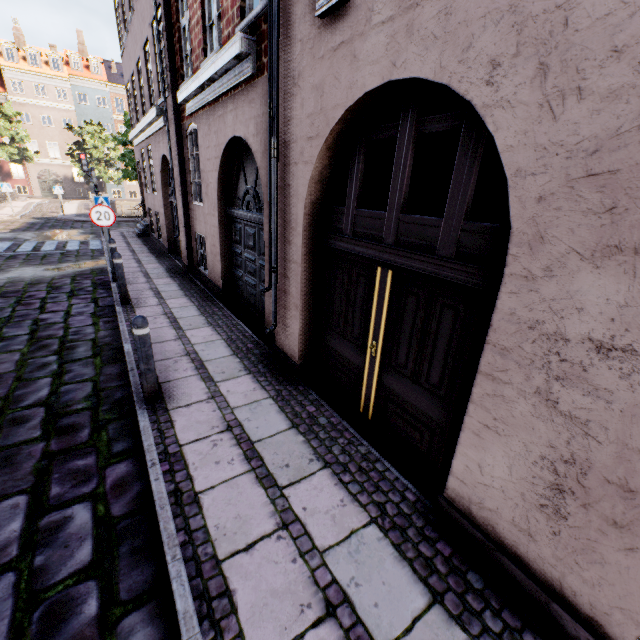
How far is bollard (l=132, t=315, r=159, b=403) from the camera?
3.6m

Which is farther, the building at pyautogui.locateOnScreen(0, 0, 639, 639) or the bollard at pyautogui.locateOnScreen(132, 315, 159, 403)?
the bollard at pyautogui.locateOnScreen(132, 315, 159, 403)

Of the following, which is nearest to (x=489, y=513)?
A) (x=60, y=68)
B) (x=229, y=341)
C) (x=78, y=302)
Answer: (x=229, y=341)

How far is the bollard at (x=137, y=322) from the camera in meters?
3.6 m

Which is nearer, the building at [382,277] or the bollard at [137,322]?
the building at [382,277]
